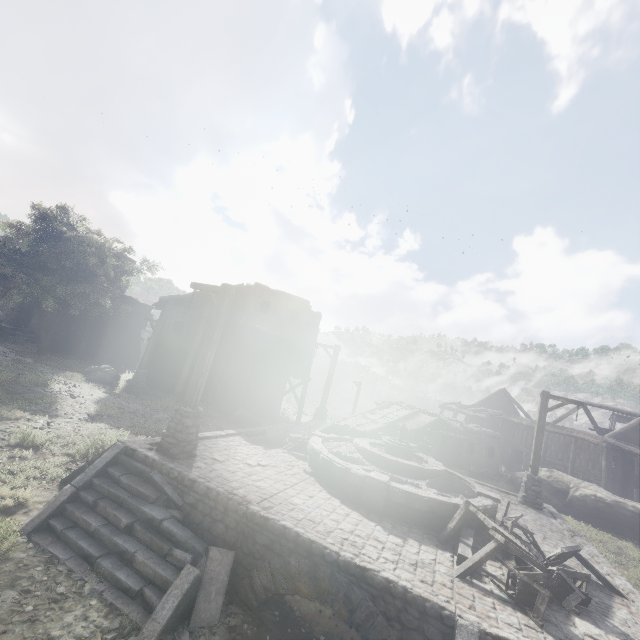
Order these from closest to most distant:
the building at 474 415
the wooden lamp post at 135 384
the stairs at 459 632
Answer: the stairs at 459 632 < the wooden lamp post at 135 384 < the building at 474 415

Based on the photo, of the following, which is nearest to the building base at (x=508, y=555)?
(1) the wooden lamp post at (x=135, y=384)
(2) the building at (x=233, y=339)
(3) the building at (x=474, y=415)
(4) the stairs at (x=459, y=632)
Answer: (4) the stairs at (x=459, y=632)

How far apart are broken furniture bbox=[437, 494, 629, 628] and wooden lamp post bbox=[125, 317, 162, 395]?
19.34m

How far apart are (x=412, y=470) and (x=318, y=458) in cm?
284

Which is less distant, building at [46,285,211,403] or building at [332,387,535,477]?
building at [46,285,211,403]

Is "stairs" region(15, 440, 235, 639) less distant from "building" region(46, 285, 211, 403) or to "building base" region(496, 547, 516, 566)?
"building base" region(496, 547, 516, 566)

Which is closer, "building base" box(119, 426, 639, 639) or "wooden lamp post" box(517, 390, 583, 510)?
"building base" box(119, 426, 639, 639)

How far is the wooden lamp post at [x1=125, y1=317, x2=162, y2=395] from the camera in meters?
21.3
